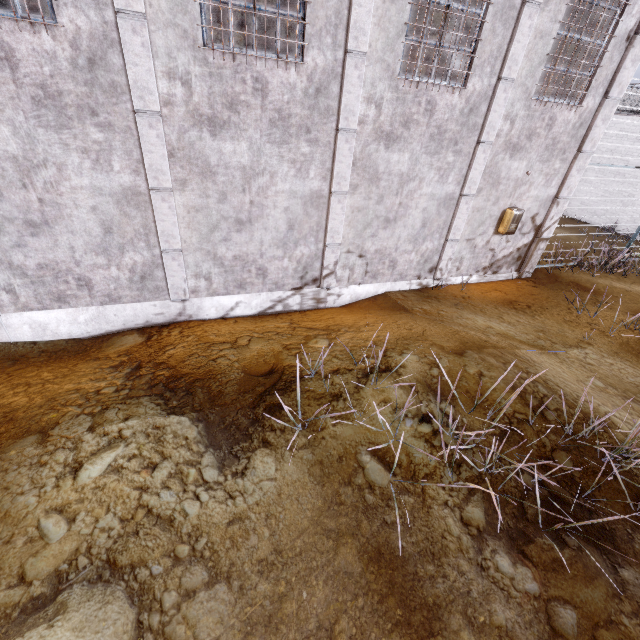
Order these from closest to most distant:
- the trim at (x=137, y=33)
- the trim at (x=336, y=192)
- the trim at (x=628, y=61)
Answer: the trim at (x=137, y=33), the trim at (x=336, y=192), the trim at (x=628, y=61)

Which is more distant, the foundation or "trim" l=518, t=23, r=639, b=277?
A: "trim" l=518, t=23, r=639, b=277

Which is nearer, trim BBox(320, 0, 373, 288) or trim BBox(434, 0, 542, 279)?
trim BBox(320, 0, 373, 288)

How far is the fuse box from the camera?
7.43m

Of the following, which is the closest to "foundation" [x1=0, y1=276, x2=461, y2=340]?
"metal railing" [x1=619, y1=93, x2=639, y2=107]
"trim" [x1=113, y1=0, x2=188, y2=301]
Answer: "trim" [x1=113, y1=0, x2=188, y2=301]

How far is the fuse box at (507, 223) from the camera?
7.4m

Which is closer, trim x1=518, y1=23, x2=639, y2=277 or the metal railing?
trim x1=518, y1=23, x2=639, y2=277

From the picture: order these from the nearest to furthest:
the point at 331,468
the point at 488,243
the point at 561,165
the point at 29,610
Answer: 1. the point at 29,610
2. the point at 331,468
3. the point at 561,165
4. the point at 488,243
